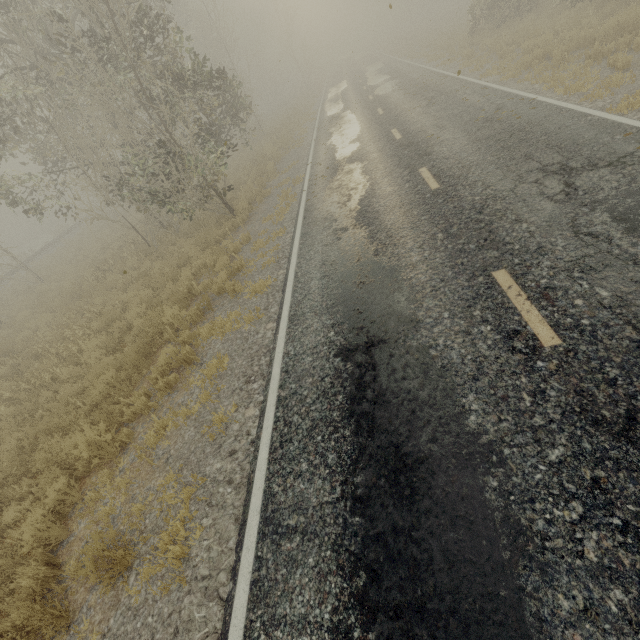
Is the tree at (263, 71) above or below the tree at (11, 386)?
above

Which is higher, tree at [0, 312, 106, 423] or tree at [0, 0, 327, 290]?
tree at [0, 0, 327, 290]

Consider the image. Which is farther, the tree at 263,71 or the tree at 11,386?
the tree at 263,71

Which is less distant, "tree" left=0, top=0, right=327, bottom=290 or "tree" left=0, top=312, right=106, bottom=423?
"tree" left=0, top=312, right=106, bottom=423

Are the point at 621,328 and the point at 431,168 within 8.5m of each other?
yes
